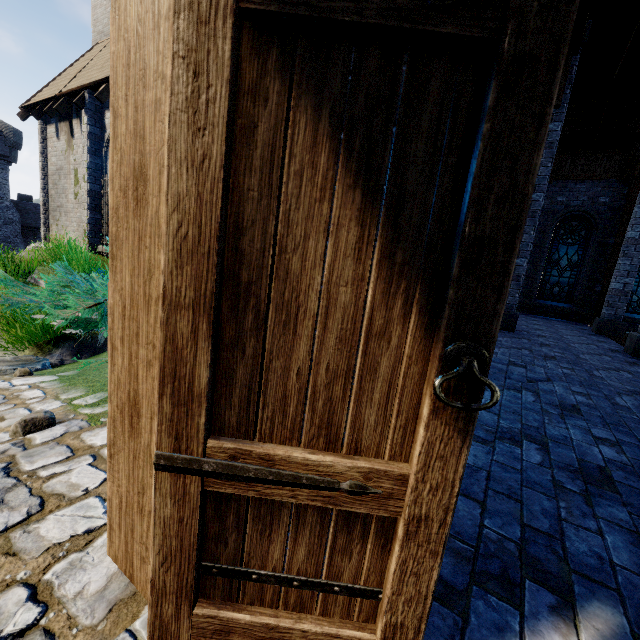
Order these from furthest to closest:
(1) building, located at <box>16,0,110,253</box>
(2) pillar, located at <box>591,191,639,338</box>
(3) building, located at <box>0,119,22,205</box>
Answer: (3) building, located at <box>0,119,22,205</box>, (1) building, located at <box>16,0,110,253</box>, (2) pillar, located at <box>591,191,639,338</box>

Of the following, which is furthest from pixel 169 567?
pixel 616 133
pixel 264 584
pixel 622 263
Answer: pixel 616 133

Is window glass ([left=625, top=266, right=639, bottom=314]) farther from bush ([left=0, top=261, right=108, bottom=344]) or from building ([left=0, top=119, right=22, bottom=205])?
building ([left=0, top=119, right=22, bottom=205])

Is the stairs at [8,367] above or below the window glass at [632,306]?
below

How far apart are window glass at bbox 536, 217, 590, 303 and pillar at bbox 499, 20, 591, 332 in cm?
719

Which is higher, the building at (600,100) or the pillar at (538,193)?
the building at (600,100)

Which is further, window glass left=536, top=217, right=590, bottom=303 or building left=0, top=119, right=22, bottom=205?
building left=0, top=119, right=22, bottom=205

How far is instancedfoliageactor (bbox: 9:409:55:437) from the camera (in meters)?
2.06
